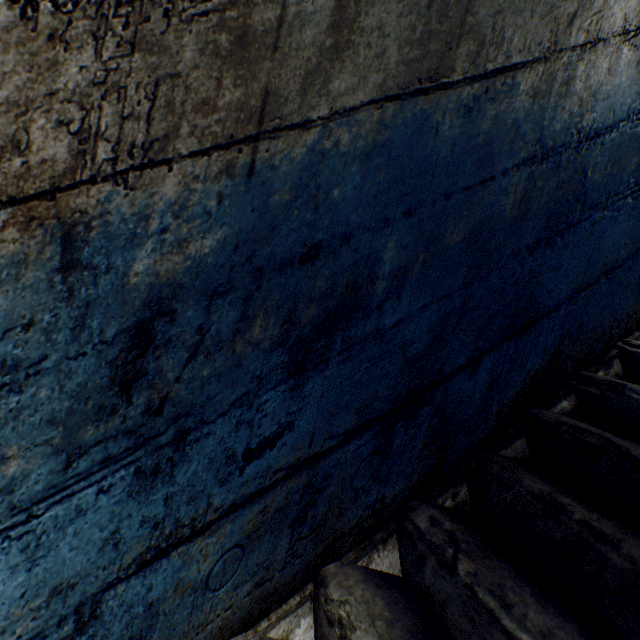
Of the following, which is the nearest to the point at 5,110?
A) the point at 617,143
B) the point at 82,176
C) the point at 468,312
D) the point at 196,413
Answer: the point at 82,176
